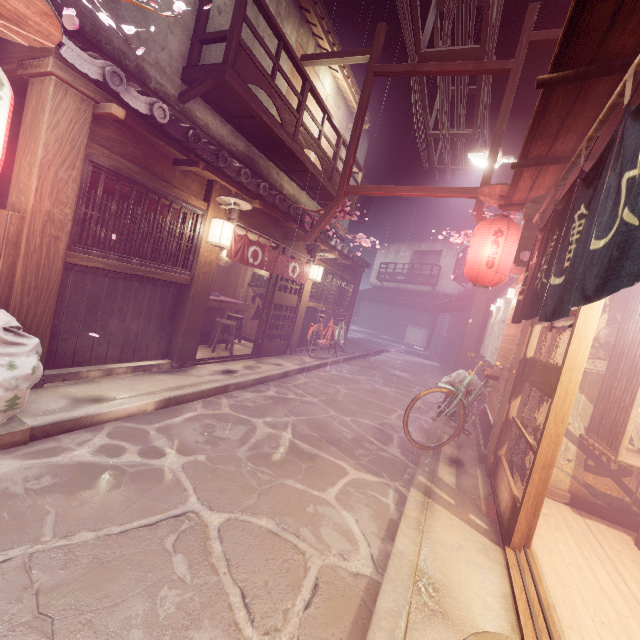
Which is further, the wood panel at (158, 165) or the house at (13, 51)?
the wood panel at (158, 165)

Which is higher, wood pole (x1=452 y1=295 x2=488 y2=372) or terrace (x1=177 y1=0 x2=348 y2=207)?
terrace (x1=177 y1=0 x2=348 y2=207)

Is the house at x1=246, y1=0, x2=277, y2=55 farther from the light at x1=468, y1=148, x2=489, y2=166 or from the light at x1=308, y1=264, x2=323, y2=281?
the light at x1=308, y1=264, x2=323, y2=281

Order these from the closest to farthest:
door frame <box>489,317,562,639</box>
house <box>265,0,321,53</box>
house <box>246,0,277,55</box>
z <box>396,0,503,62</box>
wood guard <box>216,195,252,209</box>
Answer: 1. door frame <box>489,317,562,639</box>
2. wood guard <box>216,195,252,209</box>
3. z <box>396,0,503,62</box>
4. house <box>246,0,277,55</box>
5. house <box>265,0,321,53</box>

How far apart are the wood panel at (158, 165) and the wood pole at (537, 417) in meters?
9.9

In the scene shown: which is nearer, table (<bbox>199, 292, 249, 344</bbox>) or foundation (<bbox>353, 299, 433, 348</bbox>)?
table (<bbox>199, 292, 249, 344</bbox>)

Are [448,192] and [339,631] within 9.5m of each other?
no

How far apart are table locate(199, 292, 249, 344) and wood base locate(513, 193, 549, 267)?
11.5m
